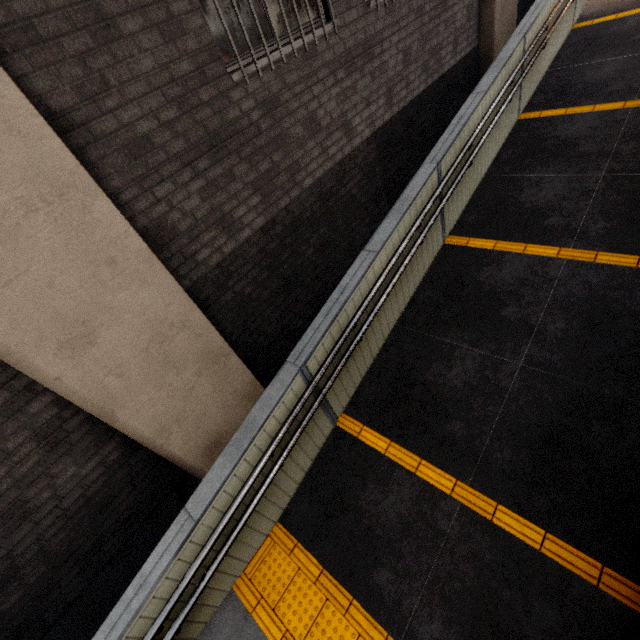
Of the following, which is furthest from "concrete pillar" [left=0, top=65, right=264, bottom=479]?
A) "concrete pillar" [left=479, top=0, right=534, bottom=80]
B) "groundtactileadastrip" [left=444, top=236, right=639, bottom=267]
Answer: "concrete pillar" [left=479, top=0, right=534, bottom=80]

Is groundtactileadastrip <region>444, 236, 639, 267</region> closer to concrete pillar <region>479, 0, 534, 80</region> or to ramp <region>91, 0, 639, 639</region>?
ramp <region>91, 0, 639, 639</region>

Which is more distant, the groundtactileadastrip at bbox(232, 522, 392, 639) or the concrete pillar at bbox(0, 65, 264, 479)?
the groundtactileadastrip at bbox(232, 522, 392, 639)

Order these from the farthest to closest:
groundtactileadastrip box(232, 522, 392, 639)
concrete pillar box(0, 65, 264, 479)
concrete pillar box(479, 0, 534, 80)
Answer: concrete pillar box(479, 0, 534, 80) → groundtactileadastrip box(232, 522, 392, 639) → concrete pillar box(0, 65, 264, 479)

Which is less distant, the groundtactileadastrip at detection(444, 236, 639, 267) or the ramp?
the ramp

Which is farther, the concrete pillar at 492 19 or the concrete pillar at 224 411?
the concrete pillar at 492 19

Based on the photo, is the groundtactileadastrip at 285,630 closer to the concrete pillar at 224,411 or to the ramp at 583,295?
the ramp at 583,295

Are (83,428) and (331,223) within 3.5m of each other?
no
